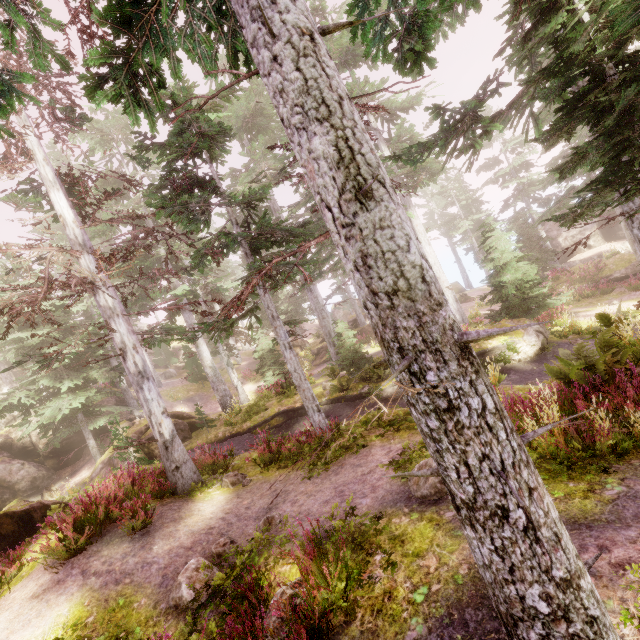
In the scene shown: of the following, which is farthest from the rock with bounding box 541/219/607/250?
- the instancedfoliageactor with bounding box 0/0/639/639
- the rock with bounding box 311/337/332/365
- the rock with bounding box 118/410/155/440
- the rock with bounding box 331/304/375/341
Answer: the rock with bounding box 331/304/375/341

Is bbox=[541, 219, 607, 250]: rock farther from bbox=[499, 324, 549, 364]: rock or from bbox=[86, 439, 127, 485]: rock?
bbox=[499, 324, 549, 364]: rock

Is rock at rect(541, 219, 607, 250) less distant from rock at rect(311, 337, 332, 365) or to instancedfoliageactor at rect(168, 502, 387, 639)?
instancedfoliageactor at rect(168, 502, 387, 639)

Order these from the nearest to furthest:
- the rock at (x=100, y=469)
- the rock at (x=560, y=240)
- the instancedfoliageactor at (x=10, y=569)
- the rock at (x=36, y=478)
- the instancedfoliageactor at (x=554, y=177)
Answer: the instancedfoliageactor at (x=554, y=177) → the instancedfoliageactor at (x=10, y=569) → the rock at (x=36, y=478) → the rock at (x=100, y=469) → the rock at (x=560, y=240)

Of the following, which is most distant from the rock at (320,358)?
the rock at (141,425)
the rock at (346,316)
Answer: the rock at (346,316)

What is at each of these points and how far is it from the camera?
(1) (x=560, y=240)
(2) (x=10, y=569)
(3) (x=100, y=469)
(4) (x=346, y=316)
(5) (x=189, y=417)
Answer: (1) rock, 36.9 meters
(2) instancedfoliageactor, 7.2 meters
(3) rock, 19.5 meters
(4) rock, 55.3 meters
(5) rock, 22.1 meters

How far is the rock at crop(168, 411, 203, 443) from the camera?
20.16m

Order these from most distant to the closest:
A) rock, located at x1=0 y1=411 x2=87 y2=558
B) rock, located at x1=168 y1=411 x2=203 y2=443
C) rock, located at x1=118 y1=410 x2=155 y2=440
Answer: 1. rock, located at x1=168 y1=411 x2=203 y2=443
2. rock, located at x1=118 y1=410 x2=155 y2=440
3. rock, located at x1=0 y1=411 x2=87 y2=558
